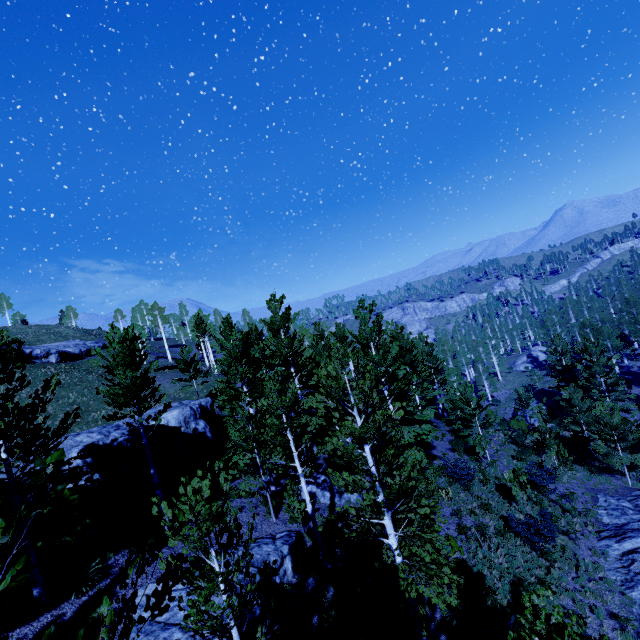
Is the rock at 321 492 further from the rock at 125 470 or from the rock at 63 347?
the rock at 63 347

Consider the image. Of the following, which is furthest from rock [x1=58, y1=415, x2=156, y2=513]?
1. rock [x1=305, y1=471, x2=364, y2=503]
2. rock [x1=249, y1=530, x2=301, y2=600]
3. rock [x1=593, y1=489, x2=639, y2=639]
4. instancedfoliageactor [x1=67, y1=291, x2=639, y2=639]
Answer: rock [x1=593, y1=489, x2=639, y2=639]

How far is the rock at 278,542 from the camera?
11.8m

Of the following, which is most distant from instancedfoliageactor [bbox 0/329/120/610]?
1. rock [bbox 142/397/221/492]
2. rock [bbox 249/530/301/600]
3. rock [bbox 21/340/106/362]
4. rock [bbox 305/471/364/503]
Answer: rock [bbox 21/340/106/362]

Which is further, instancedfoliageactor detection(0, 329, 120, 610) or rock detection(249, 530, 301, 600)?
rock detection(249, 530, 301, 600)

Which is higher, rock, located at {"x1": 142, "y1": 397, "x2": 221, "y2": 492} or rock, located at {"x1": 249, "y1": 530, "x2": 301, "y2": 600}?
rock, located at {"x1": 142, "y1": 397, "x2": 221, "y2": 492}

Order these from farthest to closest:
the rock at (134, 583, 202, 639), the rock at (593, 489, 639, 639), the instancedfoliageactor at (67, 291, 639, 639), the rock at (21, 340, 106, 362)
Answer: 1. the rock at (21, 340, 106, 362)
2. the rock at (593, 489, 639, 639)
3. the rock at (134, 583, 202, 639)
4. the instancedfoliageactor at (67, 291, 639, 639)

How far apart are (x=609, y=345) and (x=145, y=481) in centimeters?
5434cm
